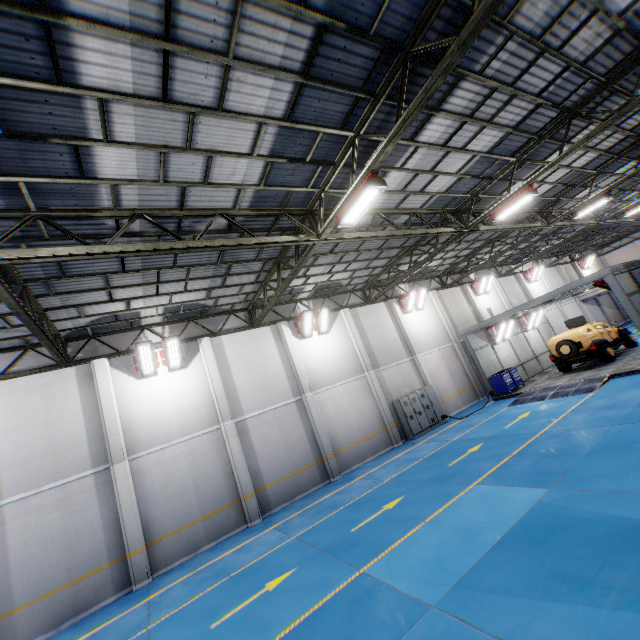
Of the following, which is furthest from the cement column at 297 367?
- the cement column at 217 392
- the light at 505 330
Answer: the light at 505 330

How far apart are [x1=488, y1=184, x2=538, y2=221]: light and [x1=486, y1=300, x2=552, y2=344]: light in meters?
9.1 m

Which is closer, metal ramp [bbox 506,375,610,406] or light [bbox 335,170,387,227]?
light [bbox 335,170,387,227]

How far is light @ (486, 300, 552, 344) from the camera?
17.2m

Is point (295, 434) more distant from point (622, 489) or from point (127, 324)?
point (622, 489)

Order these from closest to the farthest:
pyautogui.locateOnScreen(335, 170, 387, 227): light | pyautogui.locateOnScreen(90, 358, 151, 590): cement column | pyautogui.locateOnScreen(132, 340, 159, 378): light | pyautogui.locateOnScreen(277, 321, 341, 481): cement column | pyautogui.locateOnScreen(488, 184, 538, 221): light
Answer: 1. pyautogui.locateOnScreen(335, 170, 387, 227): light
2. pyautogui.locateOnScreen(90, 358, 151, 590): cement column
3. pyautogui.locateOnScreen(488, 184, 538, 221): light
4. pyautogui.locateOnScreen(132, 340, 159, 378): light
5. pyautogui.locateOnScreen(277, 321, 341, 481): cement column

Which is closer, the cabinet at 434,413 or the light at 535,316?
the cabinet at 434,413

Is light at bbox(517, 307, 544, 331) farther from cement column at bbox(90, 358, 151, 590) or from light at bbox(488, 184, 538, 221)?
cement column at bbox(90, 358, 151, 590)
